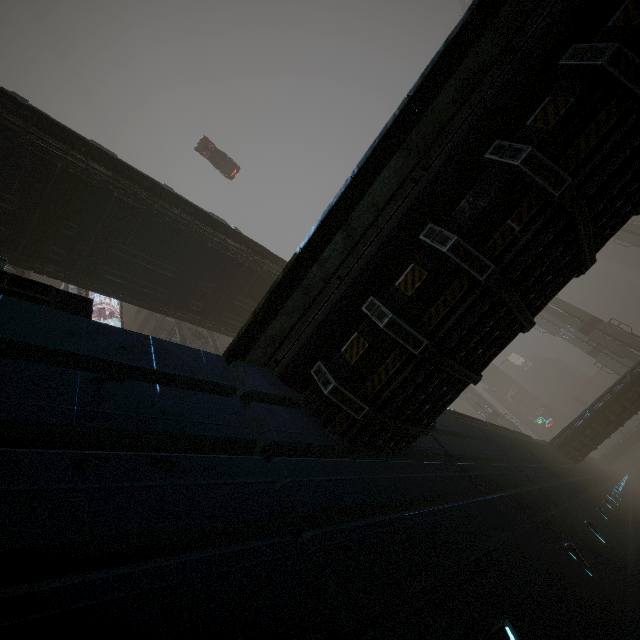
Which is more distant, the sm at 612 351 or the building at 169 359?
the sm at 612 351

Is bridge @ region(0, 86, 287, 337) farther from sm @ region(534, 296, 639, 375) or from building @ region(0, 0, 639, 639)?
building @ region(0, 0, 639, 639)

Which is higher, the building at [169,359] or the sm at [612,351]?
the sm at [612,351]

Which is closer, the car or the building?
the building

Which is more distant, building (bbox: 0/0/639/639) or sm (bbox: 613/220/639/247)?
sm (bbox: 613/220/639/247)

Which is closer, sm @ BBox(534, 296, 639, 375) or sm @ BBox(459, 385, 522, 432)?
sm @ BBox(534, 296, 639, 375)

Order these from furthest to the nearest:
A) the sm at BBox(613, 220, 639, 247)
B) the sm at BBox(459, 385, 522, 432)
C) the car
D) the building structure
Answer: the sm at BBox(459, 385, 522, 432)
the sm at BBox(613, 220, 639, 247)
the car
the building structure

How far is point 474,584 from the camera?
4.7 meters
